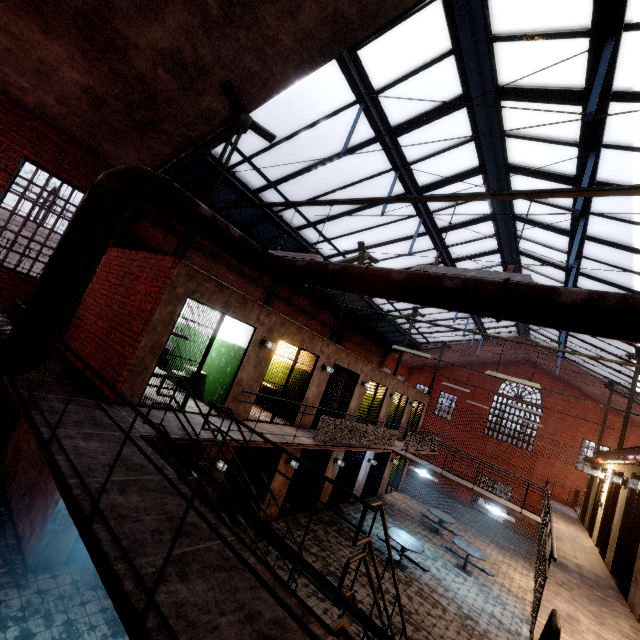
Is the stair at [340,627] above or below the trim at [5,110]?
below

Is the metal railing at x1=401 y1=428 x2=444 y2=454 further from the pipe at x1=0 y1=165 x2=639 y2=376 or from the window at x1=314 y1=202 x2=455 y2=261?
the window at x1=314 y1=202 x2=455 y2=261

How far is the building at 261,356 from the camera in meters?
6.3

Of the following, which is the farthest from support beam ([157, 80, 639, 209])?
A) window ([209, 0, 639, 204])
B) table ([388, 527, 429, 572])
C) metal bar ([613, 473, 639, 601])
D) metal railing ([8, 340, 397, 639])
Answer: A: table ([388, 527, 429, 572])

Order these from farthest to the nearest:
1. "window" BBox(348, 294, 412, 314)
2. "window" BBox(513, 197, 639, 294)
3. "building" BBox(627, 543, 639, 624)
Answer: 1. "window" BBox(348, 294, 412, 314)
2. "window" BBox(513, 197, 639, 294)
3. "building" BBox(627, 543, 639, 624)

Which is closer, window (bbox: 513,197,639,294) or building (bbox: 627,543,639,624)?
building (bbox: 627,543,639,624)

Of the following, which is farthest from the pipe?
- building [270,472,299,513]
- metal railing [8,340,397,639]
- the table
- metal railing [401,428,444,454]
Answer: building [270,472,299,513]

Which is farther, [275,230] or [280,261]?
[275,230]
